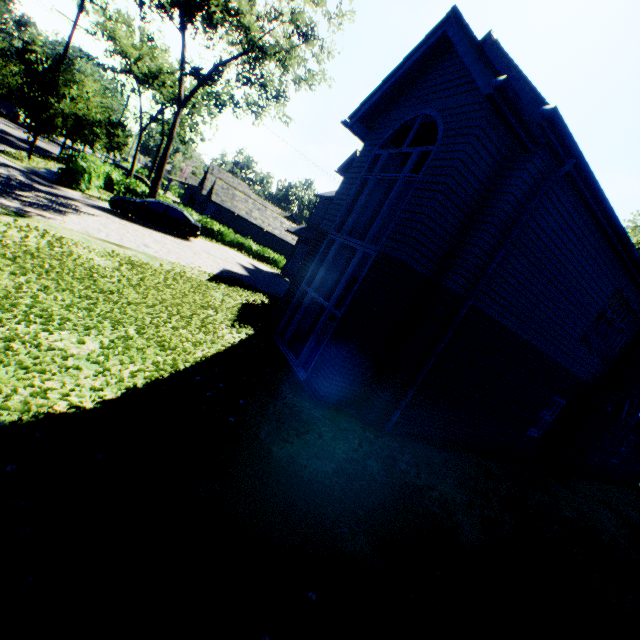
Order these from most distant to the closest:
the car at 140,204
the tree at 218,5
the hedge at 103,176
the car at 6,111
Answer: the car at 6,111
the tree at 218,5
the hedge at 103,176
the car at 140,204

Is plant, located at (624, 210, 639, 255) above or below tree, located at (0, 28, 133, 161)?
above

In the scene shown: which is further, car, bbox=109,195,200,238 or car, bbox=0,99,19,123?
car, bbox=0,99,19,123

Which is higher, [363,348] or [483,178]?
[483,178]

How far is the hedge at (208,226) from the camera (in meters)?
30.69

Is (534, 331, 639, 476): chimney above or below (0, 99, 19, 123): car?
above

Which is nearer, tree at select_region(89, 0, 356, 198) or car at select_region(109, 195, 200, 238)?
car at select_region(109, 195, 200, 238)

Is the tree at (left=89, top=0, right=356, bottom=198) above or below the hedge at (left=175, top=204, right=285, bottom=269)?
above
